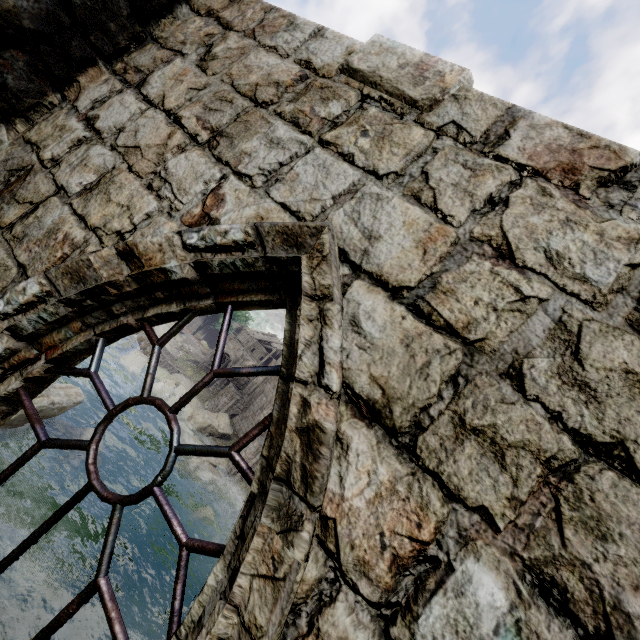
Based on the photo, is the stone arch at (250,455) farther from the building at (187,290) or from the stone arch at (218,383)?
the stone arch at (218,383)

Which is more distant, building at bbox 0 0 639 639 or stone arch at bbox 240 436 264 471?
stone arch at bbox 240 436 264 471

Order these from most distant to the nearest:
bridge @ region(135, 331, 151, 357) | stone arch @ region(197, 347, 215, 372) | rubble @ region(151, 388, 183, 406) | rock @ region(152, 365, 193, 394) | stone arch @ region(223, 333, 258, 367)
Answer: stone arch @ region(197, 347, 215, 372) < stone arch @ region(223, 333, 258, 367) < bridge @ region(135, 331, 151, 357) < rock @ region(152, 365, 193, 394) < rubble @ region(151, 388, 183, 406)

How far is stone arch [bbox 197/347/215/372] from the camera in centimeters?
4489cm

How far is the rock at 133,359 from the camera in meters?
33.2

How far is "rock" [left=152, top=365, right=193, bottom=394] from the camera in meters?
33.1 m

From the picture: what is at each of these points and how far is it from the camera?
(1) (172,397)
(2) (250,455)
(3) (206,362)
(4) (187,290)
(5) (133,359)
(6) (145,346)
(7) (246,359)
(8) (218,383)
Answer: (1) rubble, 33.1m
(2) stone arch, 28.4m
(3) stone arch, 45.5m
(4) building, 1.7m
(5) rock, 33.5m
(6) bridge, 35.2m
(7) stone arch, 42.1m
(8) stone arch, 41.4m

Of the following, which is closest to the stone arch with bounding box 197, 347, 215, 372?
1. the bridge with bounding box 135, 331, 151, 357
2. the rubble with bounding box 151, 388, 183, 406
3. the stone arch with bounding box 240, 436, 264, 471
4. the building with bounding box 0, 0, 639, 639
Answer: the building with bounding box 0, 0, 639, 639
